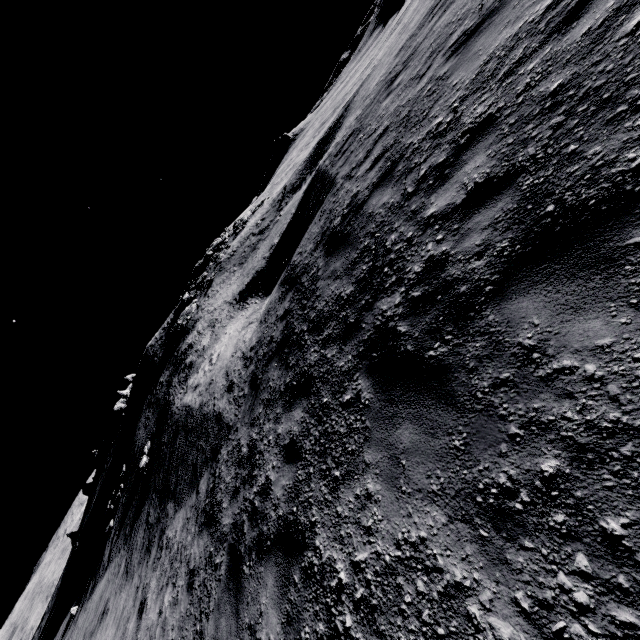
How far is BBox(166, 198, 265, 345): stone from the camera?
31.6m

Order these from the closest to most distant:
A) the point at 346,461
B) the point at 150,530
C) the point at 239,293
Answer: the point at 346,461
the point at 150,530
the point at 239,293

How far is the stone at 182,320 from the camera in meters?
31.6 m
